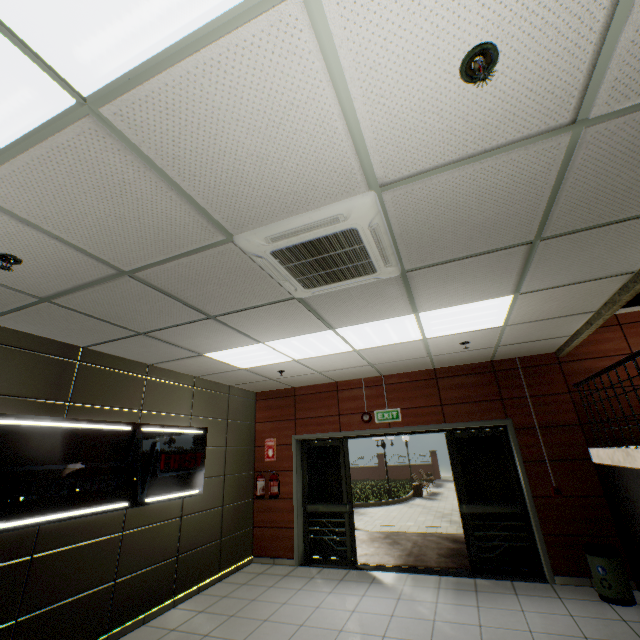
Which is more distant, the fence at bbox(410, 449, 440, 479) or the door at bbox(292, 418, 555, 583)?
the fence at bbox(410, 449, 440, 479)

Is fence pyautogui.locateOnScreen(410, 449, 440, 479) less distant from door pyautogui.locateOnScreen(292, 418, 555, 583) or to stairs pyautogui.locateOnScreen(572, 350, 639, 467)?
door pyautogui.locateOnScreen(292, 418, 555, 583)

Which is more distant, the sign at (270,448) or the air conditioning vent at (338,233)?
the sign at (270,448)

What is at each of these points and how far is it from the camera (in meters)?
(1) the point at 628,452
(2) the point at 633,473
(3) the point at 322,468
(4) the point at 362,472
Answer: (1) stairs, 3.78
(2) building, 3.97
(3) door, 6.61
(4) fence, 28.41

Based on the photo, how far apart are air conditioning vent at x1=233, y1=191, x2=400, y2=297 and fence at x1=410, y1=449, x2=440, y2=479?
28.0m

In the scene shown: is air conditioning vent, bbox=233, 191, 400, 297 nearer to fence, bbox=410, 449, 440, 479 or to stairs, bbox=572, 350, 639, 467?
stairs, bbox=572, 350, 639, 467

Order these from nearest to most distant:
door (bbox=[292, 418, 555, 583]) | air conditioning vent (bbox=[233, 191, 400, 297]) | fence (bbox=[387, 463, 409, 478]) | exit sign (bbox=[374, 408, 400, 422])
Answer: air conditioning vent (bbox=[233, 191, 400, 297]) → door (bbox=[292, 418, 555, 583]) → exit sign (bbox=[374, 408, 400, 422]) → fence (bbox=[387, 463, 409, 478])

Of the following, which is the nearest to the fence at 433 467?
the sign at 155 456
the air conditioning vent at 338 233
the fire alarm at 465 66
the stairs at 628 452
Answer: the stairs at 628 452
